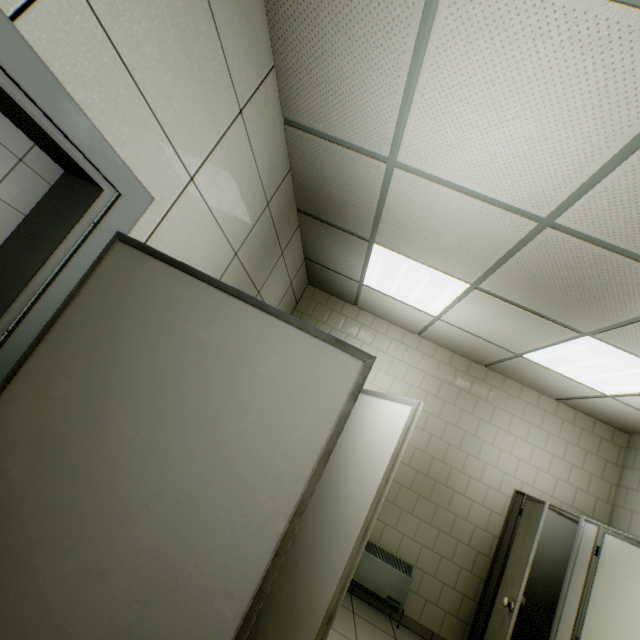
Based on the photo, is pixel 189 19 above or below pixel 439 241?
below

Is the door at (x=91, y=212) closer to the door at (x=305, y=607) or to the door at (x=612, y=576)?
the door at (x=305, y=607)

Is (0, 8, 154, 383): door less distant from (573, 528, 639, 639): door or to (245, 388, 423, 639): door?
(245, 388, 423, 639): door

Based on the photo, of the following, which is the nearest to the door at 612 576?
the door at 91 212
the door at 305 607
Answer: the door at 305 607

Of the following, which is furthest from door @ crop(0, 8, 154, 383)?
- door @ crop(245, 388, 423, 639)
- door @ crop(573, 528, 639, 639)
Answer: door @ crop(573, 528, 639, 639)

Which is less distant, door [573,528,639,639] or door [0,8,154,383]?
door [0,8,154,383]
